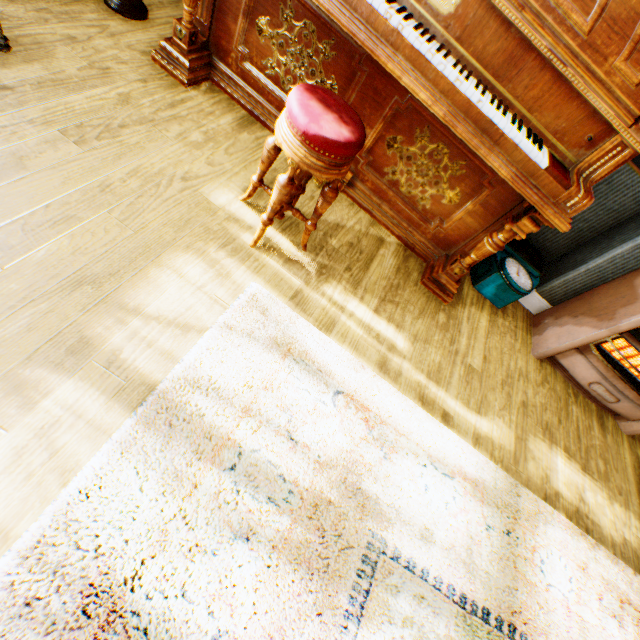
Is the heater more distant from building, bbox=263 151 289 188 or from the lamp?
the lamp

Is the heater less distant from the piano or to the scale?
the scale

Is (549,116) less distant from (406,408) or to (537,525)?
(406,408)

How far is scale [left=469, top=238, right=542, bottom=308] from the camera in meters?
2.5 m

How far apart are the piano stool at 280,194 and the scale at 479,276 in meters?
1.6 m

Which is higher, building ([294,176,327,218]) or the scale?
the scale

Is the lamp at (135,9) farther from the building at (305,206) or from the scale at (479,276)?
the scale at (479,276)

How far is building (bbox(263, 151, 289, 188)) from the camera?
2.1m
